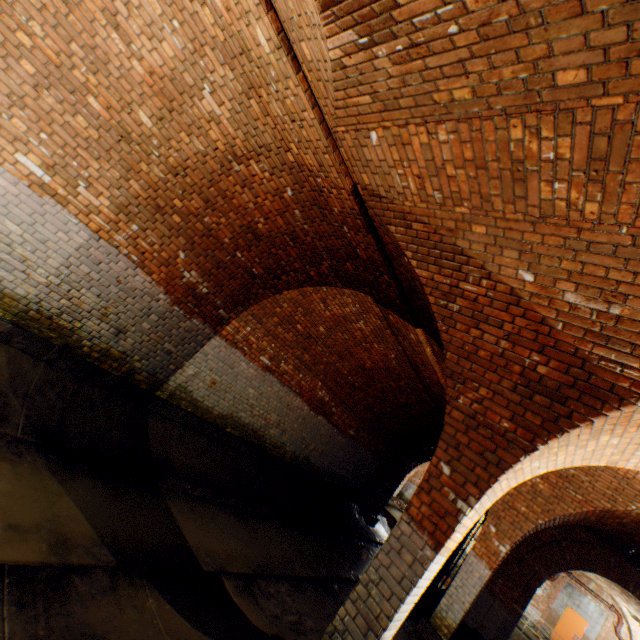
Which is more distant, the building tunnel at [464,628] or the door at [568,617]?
the door at [568,617]

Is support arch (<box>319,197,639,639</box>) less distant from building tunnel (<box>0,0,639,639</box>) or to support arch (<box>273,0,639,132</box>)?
building tunnel (<box>0,0,639,639</box>)

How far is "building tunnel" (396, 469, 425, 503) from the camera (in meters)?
30.48

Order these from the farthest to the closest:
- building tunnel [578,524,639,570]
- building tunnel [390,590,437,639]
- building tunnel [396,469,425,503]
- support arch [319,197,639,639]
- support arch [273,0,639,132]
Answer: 1. building tunnel [396,469,425,503]
2. building tunnel [578,524,639,570]
3. building tunnel [390,590,437,639]
4. support arch [319,197,639,639]
5. support arch [273,0,639,132]

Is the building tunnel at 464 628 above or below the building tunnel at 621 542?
below

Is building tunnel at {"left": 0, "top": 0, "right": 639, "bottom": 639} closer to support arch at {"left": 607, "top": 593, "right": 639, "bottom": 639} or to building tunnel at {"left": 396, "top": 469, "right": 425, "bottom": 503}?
support arch at {"left": 607, "top": 593, "right": 639, "bottom": 639}

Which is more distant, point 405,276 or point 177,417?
point 177,417

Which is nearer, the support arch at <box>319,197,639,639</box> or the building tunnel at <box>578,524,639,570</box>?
the support arch at <box>319,197,639,639</box>
